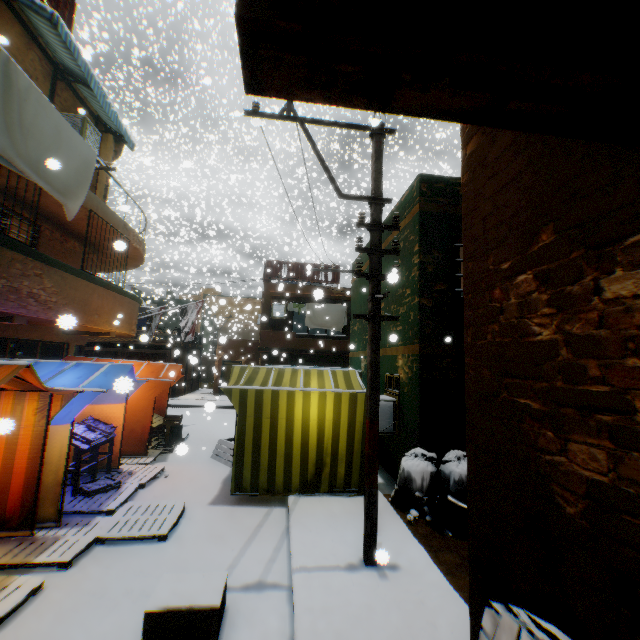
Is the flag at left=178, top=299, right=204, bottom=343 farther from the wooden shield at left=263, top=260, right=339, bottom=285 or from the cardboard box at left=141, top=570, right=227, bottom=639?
the cardboard box at left=141, top=570, right=227, bottom=639

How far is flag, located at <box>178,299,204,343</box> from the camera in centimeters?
1366cm

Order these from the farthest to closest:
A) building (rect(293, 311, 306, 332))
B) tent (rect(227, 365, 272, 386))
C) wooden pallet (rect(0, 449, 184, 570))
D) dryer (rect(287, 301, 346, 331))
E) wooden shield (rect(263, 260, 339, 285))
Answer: building (rect(293, 311, 306, 332)) → wooden shield (rect(263, 260, 339, 285)) → dryer (rect(287, 301, 346, 331)) → tent (rect(227, 365, 272, 386)) → wooden pallet (rect(0, 449, 184, 570))

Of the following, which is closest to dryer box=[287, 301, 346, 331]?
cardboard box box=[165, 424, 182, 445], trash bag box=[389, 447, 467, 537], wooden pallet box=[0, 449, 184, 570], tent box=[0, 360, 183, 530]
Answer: tent box=[0, 360, 183, 530]

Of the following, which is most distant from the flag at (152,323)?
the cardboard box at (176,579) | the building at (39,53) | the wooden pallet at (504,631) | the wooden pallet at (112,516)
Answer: the wooden pallet at (504,631)

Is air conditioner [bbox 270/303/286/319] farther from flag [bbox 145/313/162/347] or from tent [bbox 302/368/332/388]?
flag [bbox 145/313/162/347]

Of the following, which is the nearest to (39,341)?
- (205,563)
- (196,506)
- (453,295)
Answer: (196,506)

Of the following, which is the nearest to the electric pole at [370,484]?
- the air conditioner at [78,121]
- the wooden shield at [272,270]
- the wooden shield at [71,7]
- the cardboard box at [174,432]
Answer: the wooden shield at [272,270]
